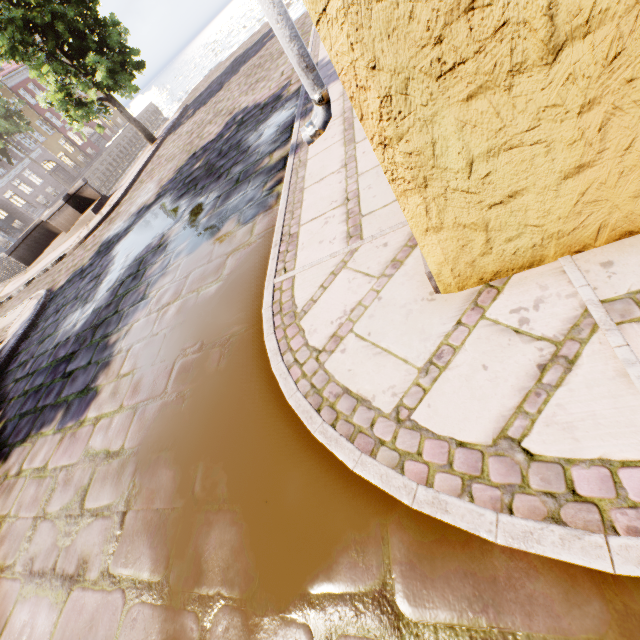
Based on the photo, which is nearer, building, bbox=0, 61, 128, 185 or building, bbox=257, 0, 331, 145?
building, bbox=257, 0, 331, 145

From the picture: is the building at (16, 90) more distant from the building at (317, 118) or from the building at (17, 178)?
the building at (317, 118)

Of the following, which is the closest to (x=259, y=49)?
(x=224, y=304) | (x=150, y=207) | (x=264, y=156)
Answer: (x=150, y=207)

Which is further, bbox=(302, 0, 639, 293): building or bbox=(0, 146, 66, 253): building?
bbox=(0, 146, 66, 253): building

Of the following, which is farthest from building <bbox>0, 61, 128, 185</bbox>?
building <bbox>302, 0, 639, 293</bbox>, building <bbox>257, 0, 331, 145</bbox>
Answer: building <bbox>257, 0, 331, 145</bbox>

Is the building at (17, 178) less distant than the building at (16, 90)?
Yes

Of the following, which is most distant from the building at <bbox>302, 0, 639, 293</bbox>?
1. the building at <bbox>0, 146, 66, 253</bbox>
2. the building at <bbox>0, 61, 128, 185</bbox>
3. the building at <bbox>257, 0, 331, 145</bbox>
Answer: the building at <bbox>0, 61, 128, 185</bbox>

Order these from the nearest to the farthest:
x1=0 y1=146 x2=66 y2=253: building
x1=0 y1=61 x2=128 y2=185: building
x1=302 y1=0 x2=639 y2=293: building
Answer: x1=302 y1=0 x2=639 y2=293: building → x1=0 y1=146 x2=66 y2=253: building → x1=0 y1=61 x2=128 y2=185: building
